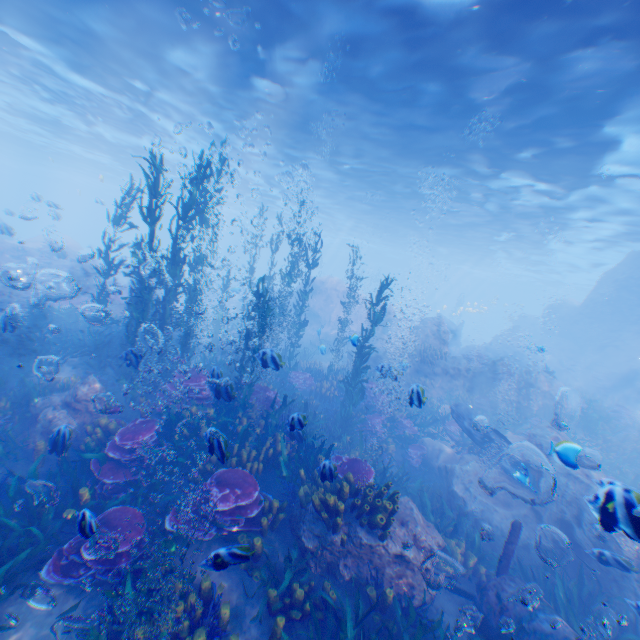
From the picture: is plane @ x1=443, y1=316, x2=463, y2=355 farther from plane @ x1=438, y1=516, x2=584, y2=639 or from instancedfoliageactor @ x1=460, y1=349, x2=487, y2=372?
plane @ x1=438, y1=516, x2=584, y2=639

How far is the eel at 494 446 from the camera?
7.26m

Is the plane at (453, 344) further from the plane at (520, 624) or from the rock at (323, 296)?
the plane at (520, 624)

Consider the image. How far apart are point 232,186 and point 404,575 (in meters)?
36.42

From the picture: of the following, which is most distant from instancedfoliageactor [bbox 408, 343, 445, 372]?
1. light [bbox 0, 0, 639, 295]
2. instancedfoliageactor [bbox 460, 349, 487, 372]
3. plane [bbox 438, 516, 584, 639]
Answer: light [bbox 0, 0, 639, 295]

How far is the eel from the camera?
7.26m

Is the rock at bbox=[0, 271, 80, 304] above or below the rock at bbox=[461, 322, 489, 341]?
below

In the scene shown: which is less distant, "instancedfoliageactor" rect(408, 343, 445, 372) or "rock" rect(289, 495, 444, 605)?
"rock" rect(289, 495, 444, 605)
